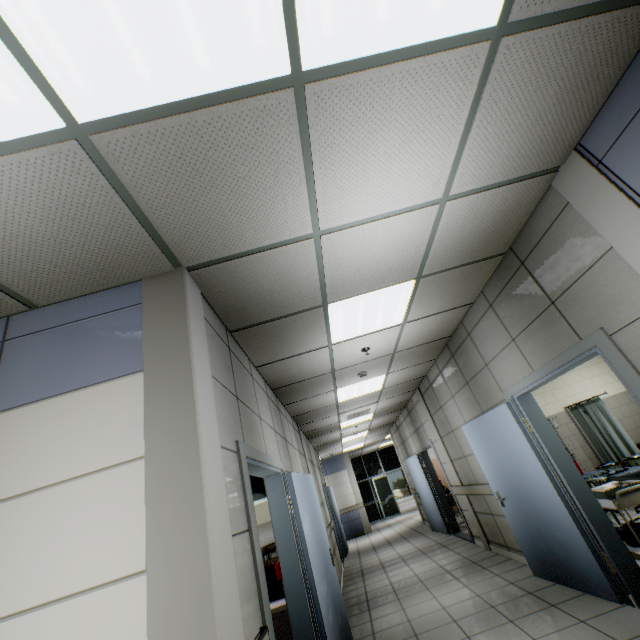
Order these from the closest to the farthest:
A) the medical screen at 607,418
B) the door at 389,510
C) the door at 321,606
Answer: the door at 321,606
the medical screen at 607,418
the door at 389,510

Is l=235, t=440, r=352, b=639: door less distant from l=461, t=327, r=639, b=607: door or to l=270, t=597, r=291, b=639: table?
l=270, t=597, r=291, b=639: table

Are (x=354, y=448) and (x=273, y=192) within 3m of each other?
no

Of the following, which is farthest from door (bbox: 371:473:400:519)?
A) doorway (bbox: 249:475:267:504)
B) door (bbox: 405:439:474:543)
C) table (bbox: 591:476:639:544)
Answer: table (bbox: 591:476:639:544)

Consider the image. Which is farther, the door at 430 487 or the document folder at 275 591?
the door at 430 487

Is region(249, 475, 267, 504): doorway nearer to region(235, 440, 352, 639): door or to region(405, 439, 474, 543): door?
region(235, 440, 352, 639): door

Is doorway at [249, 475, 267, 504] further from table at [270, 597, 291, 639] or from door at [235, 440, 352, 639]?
door at [235, 440, 352, 639]

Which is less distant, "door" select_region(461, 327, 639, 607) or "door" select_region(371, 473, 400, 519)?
"door" select_region(461, 327, 639, 607)
